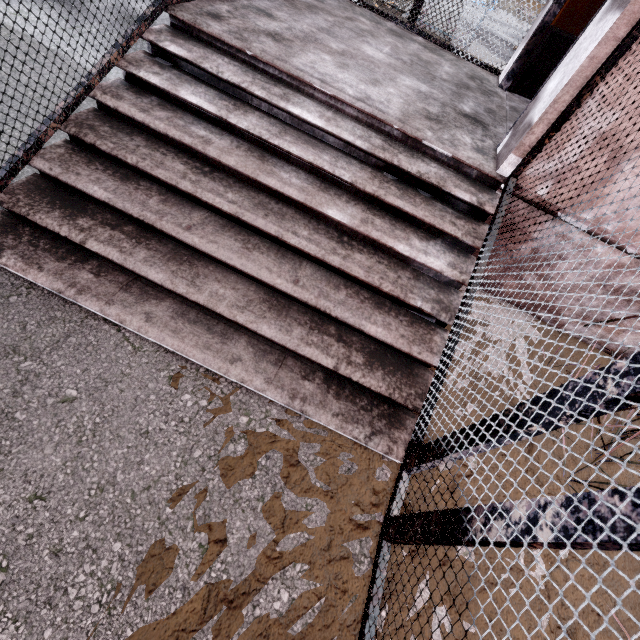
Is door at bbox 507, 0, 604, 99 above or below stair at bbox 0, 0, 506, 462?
above

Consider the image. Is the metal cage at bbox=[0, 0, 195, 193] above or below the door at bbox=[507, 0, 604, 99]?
below

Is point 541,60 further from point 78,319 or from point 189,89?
point 78,319

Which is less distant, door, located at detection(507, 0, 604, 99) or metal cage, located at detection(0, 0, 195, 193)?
metal cage, located at detection(0, 0, 195, 193)

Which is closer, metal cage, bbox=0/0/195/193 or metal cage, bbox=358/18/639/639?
metal cage, bbox=358/18/639/639

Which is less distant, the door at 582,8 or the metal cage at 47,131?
the metal cage at 47,131

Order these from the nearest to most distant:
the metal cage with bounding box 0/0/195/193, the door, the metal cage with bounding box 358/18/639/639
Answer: the metal cage with bounding box 358/18/639/639 → the metal cage with bounding box 0/0/195/193 → the door
